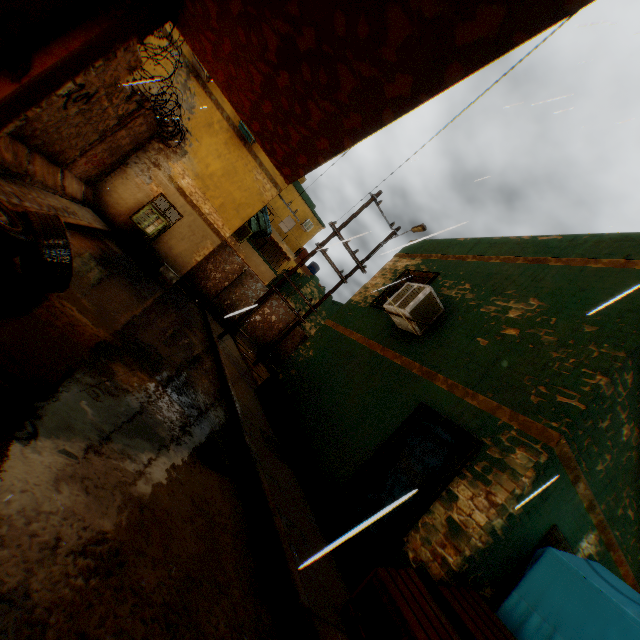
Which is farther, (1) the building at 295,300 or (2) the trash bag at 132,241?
(1) the building at 295,300

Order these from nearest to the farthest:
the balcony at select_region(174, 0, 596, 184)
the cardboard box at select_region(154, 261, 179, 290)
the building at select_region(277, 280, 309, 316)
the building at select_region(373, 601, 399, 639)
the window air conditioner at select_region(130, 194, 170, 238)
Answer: the balcony at select_region(174, 0, 596, 184), the building at select_region(373, 601, 399, 639), the window air conditioner at select_region(130, 194, 170, 238), the cardboard box at select_region(154, 261, 179, 290), the building at select_region(277, 280, 309, 316)

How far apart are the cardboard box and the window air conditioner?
1.1m

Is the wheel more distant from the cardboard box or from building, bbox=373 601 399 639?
the cardboard box

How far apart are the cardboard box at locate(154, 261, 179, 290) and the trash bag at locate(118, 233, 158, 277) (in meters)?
0.14

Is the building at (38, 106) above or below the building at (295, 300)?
below

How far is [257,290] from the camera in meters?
18.1

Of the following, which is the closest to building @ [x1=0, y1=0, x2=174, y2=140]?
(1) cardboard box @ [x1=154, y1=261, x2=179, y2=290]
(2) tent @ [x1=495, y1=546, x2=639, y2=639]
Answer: (2) tent @ [x1=495, y1=546, x2=639, y2=639]
